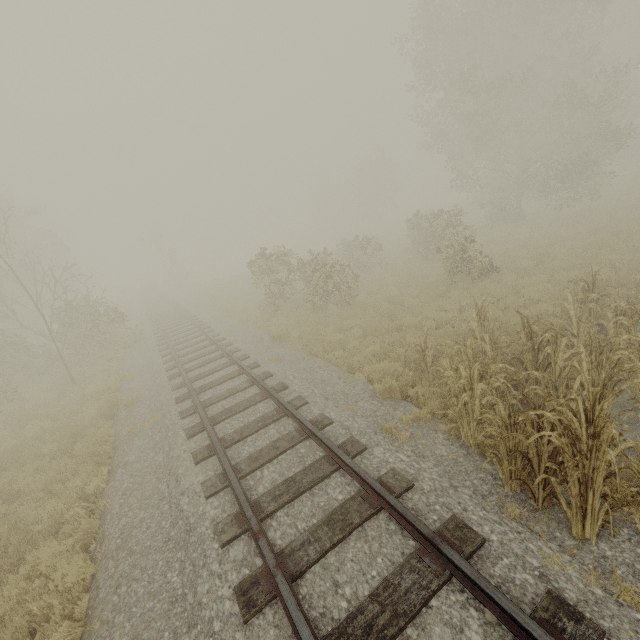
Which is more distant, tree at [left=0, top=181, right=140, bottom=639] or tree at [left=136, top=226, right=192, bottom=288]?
tree at [left=136, top=226, right=192, bottom=288]

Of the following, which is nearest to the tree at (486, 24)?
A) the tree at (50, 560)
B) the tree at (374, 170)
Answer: the tree at (50, 560)

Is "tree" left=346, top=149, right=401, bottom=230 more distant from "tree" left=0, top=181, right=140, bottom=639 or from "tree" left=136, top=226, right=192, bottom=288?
"tree" left=0, top=181, right=140, bottom=639

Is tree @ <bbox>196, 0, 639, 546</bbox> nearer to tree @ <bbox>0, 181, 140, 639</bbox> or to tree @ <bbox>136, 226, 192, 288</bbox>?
tree @ <bbox>0, 181, 140, 639</bbox>

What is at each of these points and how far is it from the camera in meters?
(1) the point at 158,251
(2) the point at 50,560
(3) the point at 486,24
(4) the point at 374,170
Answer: (1) tree, 40.5
(2) tree, 5.1
(3) tree, 21.9
(4) tree, 49.5

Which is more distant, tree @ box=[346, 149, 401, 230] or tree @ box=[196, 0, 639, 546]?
tree @ box=[346, 149, 401, 230]

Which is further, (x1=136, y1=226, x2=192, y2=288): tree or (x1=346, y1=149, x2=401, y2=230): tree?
(x1=346, y1=149, x2=401, y2=230): tree

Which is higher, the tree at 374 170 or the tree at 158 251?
the tree at 374 170
